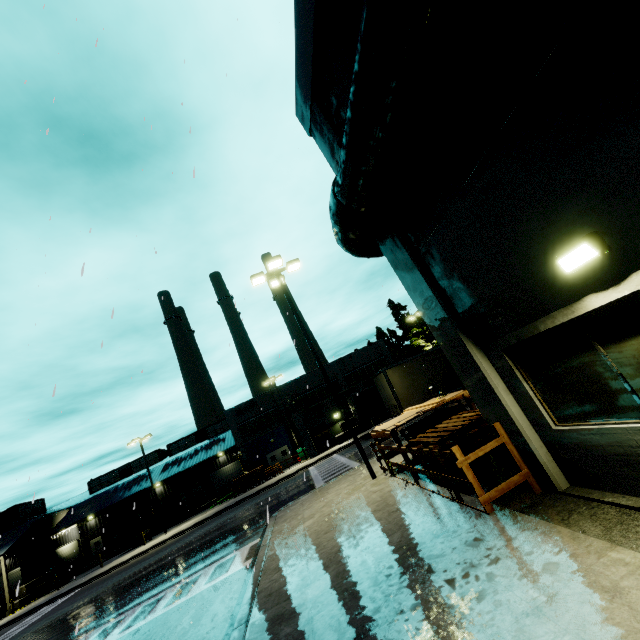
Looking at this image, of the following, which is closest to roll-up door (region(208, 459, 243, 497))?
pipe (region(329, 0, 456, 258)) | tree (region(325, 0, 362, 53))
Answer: pipe (region(329, 0, 456, 258))

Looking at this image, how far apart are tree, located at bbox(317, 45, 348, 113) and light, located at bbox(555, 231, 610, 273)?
3.9m

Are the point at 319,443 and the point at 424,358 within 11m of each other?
no

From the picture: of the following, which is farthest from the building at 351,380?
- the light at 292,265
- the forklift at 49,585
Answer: the light at 292,265

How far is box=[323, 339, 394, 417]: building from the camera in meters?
37.8 m

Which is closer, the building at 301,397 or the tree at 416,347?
the building at 301,397

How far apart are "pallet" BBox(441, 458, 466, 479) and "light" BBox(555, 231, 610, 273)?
4.9m

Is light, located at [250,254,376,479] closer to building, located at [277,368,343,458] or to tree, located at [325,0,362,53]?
building, located at [277,368,343,458]
